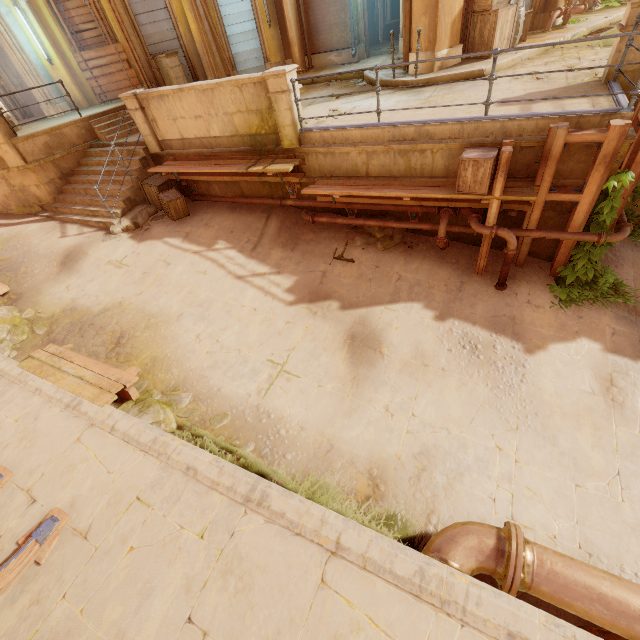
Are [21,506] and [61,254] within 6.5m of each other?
no

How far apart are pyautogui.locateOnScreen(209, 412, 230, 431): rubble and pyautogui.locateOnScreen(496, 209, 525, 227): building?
5.6 meters

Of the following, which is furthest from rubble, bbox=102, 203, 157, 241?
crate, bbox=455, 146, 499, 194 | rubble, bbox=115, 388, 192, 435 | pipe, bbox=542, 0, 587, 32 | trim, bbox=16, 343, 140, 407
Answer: pipe, bbox=542, 0, 587, 32

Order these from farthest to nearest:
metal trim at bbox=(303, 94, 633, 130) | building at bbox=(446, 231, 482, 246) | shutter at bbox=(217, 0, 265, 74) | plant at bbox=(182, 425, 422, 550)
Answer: shutter at bbox=(217, 0, 265, 74)
building at bbox=(446, 231, 482, 246)
metal trim at bbox=(303, 94, 633, 130)
plant at bbox=(182, 425, 422, 550)

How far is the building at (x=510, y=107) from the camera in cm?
549

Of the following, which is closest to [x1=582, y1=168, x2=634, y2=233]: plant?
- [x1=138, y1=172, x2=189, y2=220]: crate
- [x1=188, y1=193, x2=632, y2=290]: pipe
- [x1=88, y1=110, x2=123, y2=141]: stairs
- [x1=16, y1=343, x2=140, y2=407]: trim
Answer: [x1=188, y1=193, x2=632, y2=290]: pipe

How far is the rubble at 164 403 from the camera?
5.30m

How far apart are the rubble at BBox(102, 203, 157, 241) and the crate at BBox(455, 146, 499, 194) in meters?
8.1
